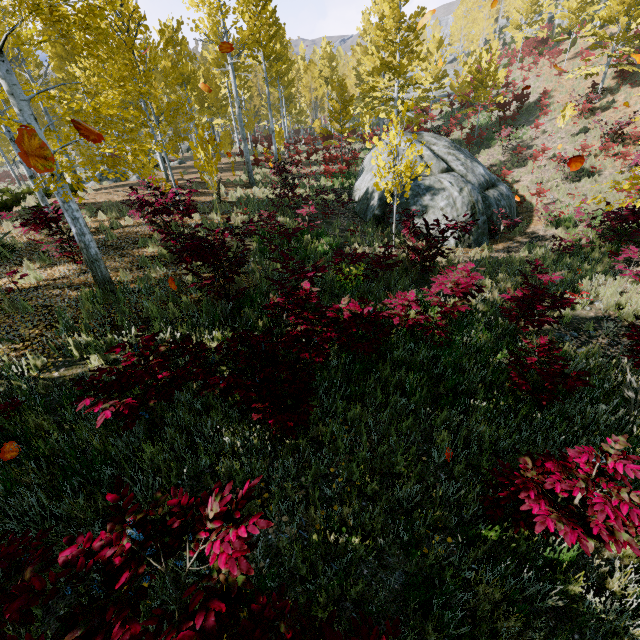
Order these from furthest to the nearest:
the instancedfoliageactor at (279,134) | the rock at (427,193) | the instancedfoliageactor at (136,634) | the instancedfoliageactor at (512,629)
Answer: the rock at (427,193) → the instancedfoliageactor at (279,134) → the instancedfoliageactor at (512,629) → the instancedfoliageactor at (136,634)

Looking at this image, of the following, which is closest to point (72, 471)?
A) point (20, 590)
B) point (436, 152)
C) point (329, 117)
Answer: point (20, 590)

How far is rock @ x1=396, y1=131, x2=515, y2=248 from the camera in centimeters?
1223cm

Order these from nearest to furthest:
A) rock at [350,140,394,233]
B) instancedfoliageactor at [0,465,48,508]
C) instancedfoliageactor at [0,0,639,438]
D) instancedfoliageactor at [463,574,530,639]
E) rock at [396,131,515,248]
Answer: instancedfoliageactor at [463,574,530,639]
instancedfoliageactor at [0,465,48,508]
instancedfoliageactor at [0,0,639,438]
rock at [396,131,515,248]
rock at [350,140,394,233]

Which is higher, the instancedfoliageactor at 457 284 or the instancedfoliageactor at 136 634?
the instancedfoliageactor at 136 634

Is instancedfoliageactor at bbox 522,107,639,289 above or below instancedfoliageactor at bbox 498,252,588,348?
below
